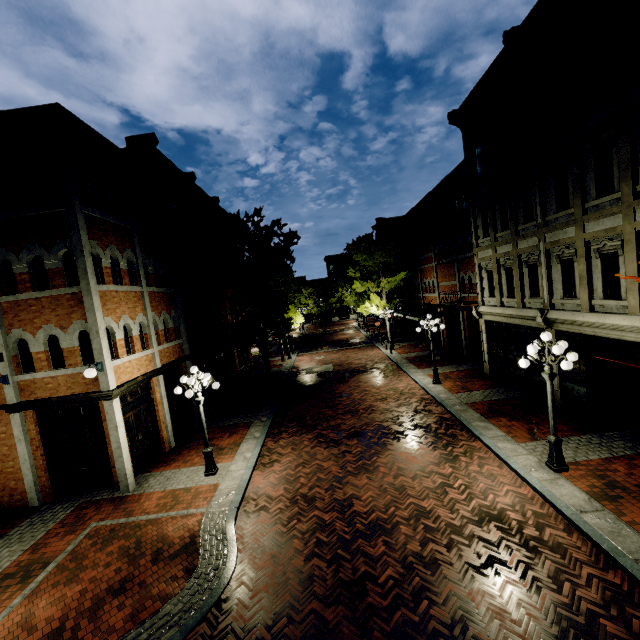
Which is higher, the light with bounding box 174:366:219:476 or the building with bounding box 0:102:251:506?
the building with bounding box 0:102:251:506

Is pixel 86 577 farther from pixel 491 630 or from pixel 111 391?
pixel 491 630

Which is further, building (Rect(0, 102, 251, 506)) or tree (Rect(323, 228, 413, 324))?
tree (Rect(323, 228, 413, 324))

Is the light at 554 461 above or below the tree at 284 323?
below

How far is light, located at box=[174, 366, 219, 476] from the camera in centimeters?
1021cm

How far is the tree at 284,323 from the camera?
17.80m

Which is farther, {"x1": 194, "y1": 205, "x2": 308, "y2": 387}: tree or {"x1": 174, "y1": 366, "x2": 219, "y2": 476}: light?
{"x1": 194, "y1": 205, "x2": 308, "y2": 387}: tree

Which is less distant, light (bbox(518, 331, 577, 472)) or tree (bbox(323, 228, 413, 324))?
light (bbox(518, 331, 577, 472))
